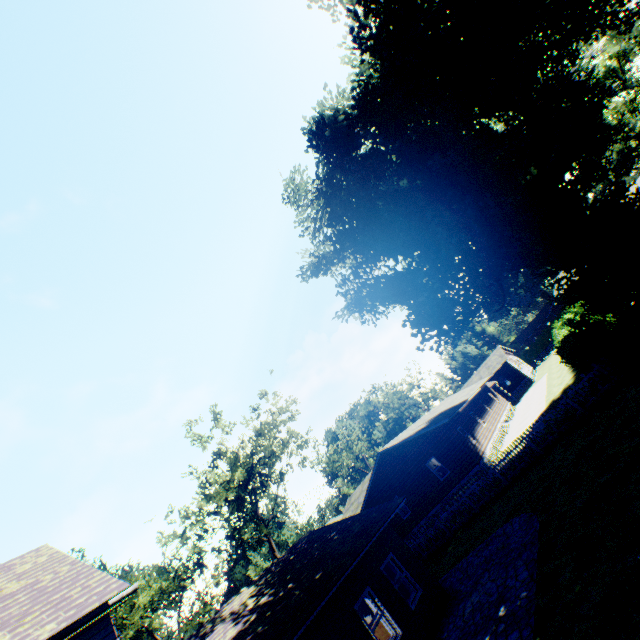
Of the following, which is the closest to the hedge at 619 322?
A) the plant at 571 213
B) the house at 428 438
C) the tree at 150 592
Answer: the plant at 571 213

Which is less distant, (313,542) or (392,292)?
(313,542)

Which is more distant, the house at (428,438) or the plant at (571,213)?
the house at (428,438)

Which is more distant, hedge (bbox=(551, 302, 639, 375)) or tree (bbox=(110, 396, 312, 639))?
tree (bbox=(110, 396, 312, 639))

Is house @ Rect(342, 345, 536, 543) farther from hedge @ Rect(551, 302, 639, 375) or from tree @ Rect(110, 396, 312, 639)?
tree @ Rect(110, 396, 312, 639)

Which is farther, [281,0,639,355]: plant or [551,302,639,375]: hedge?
[281,0,639,355]: plant

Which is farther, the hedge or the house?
the house

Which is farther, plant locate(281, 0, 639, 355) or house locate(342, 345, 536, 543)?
house locate(342, 345, 536, 543)
